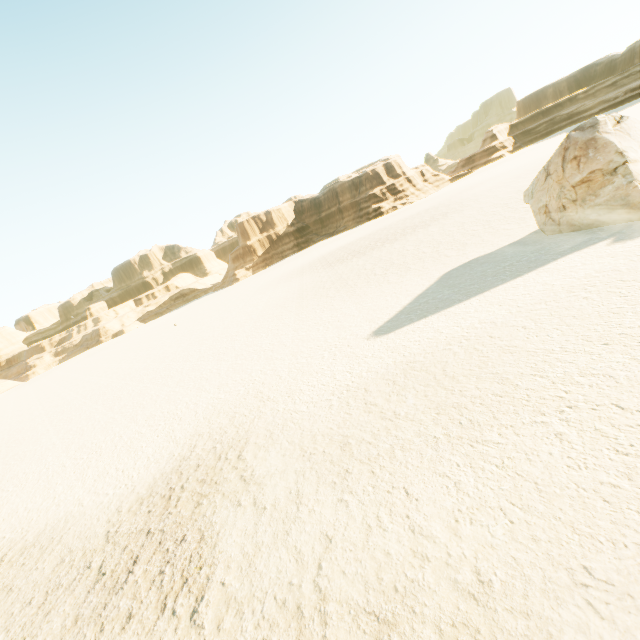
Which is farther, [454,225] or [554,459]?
[454,225]
